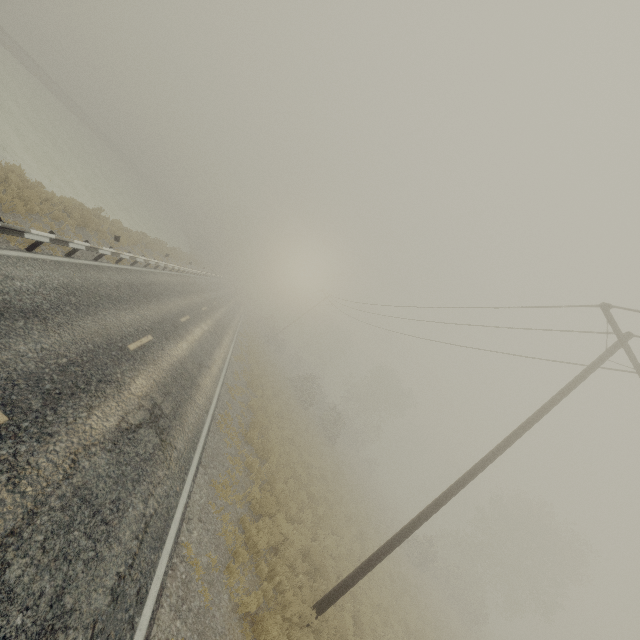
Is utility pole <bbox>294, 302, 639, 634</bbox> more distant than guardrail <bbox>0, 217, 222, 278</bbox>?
Yes

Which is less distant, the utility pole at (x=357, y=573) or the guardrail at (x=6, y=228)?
the guardrail at (x=6, y=228)

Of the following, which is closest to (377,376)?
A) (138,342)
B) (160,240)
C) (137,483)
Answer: (160,240)
